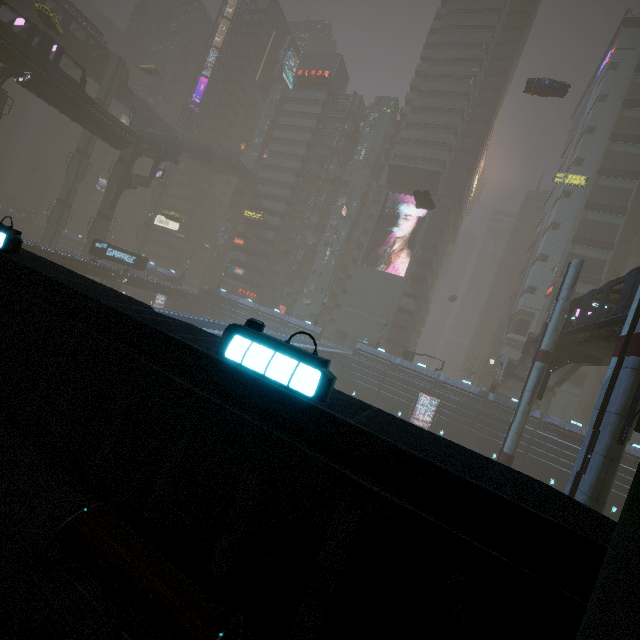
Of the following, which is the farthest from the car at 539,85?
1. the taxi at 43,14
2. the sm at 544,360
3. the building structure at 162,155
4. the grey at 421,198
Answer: the sm at 544,360

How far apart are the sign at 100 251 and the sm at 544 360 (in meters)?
47.29

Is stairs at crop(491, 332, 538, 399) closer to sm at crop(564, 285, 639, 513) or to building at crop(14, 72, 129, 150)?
building at crop(14, 72, 129, 150)

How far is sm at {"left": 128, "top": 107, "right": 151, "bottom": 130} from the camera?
49.2 meters

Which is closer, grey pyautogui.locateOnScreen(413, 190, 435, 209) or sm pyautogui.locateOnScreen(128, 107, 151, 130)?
grey pyautogui.locateOnScreen(413, 190, 435, 209)

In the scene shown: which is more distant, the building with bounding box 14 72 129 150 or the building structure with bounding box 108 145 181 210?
the building structure with bounding box 108 145 181 210

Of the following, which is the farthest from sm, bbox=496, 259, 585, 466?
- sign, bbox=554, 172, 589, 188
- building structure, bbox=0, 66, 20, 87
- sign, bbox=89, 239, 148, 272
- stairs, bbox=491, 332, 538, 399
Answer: building structure, bbox=0, 66, 20, 87

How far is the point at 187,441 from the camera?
3.3 meters
